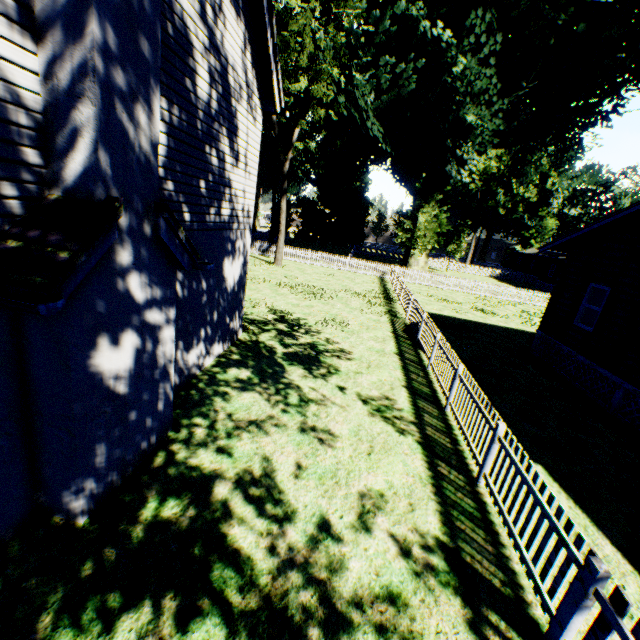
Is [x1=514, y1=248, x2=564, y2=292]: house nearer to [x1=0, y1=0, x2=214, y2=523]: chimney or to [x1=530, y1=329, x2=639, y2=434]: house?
[x1=530, y1=329, x2=639, y2=434]: house

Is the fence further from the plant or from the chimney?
the chimney

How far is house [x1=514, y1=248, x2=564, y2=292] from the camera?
41.0m

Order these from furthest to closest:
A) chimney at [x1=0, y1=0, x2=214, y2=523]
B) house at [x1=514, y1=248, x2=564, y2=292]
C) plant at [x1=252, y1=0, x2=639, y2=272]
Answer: house at [x1=514, y1=248, x2=564, y2=292]
plant at [x1=252, y1=0, x2=639, y2=272]
chimney at [x1=0, y1=0, x2=214, y2=523]

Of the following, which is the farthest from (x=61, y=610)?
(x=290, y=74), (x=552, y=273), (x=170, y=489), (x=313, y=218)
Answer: (x=552, y=273)

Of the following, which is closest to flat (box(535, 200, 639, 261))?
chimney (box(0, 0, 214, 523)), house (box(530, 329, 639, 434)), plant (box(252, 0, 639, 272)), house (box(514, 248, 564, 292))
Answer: house (box(530, 329, 639, 434))

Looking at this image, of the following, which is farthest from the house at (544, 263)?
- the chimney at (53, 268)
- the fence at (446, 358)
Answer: the chimney at (53, 268)

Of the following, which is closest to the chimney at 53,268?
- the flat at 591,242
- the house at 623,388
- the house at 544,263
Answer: the flat at 591,242
